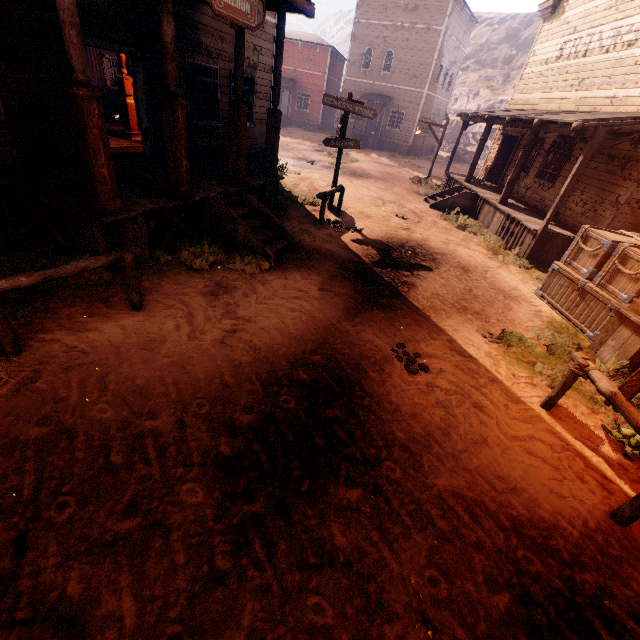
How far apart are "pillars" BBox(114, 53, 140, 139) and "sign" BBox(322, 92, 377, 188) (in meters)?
5.95

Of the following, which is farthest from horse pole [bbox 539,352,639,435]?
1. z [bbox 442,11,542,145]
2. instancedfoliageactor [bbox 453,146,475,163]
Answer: instancedfoliageactor [bbox 453,146,475,163]

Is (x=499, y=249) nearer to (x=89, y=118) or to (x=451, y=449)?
(x=451, y=449)

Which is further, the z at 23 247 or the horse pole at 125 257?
the z at 23 247

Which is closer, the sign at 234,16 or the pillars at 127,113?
the sign at 234,16

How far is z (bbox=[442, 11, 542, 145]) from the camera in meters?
44.4

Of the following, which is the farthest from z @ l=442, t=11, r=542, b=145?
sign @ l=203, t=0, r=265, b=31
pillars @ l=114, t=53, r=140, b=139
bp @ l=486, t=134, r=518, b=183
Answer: sign @ l=203, t=0, r=265, b=31

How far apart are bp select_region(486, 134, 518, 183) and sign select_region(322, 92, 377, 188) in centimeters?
989cm
